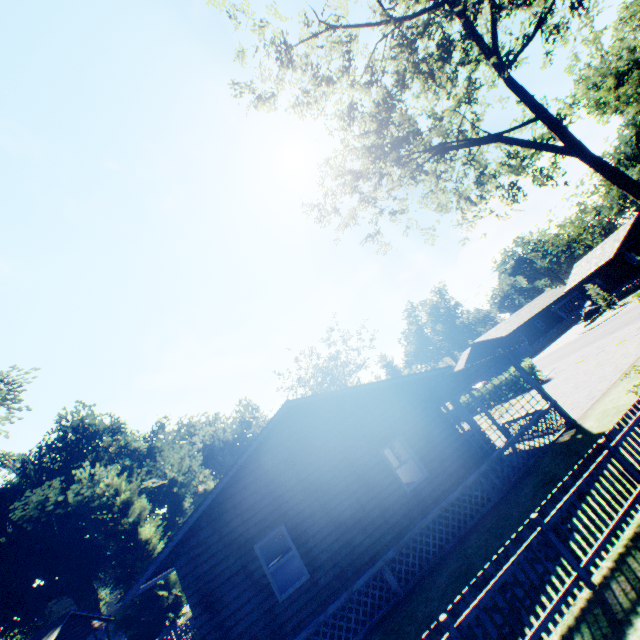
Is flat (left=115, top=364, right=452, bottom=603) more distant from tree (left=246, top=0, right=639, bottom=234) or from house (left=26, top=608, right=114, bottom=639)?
house (left=26, top=608, right=114, bottom=639)

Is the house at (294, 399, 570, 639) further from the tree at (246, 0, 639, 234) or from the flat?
the tree at (246, 0, 639, 234)

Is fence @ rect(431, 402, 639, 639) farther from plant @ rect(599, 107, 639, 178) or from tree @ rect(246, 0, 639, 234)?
plant @ rect(599, 107, 639, 178)

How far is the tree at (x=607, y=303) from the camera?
34.4m

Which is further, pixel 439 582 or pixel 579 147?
pixel 579 147

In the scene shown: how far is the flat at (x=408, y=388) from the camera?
9.46m

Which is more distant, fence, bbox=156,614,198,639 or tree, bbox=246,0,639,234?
fence, bbox=156,614,198,639

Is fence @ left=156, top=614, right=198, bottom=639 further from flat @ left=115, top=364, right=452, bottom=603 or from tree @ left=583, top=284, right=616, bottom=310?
tree @ left=583, top=284, right=616, bottom=310
